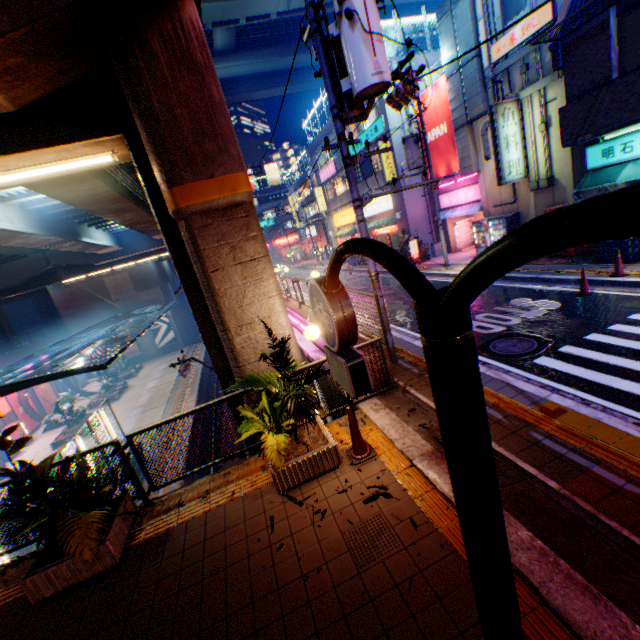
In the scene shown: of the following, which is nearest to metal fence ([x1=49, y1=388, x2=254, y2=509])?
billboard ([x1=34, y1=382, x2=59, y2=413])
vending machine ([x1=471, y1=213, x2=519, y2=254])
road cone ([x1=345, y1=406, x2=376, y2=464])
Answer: road cone ([x1=345, y1=406, x2=376, y2=464])

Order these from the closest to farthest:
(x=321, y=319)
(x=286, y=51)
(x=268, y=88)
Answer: (x=321, y=319) → (x=286, y=51) → (x=268, y=88)

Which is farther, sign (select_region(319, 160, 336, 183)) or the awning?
sign (select_region(319, 160, 336, 183))

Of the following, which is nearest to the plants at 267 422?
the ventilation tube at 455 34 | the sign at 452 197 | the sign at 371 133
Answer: the ventilation tube at 455 34

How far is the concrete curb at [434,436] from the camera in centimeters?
509cm

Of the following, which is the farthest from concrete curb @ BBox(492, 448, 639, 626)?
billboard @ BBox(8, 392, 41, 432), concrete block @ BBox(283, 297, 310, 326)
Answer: billboard @ BBox(8, 392, 41, 432)

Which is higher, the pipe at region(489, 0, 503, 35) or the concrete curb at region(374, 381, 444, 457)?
the pipe at region(489, 0, 503, 35)

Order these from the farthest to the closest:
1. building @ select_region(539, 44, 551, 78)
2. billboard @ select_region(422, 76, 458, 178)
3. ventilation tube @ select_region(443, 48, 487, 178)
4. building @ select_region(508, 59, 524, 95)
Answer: billboard @ select_region(422, 76, 458, 178) < ventilation tube @ select_region(443, 48, 487, 178) < building @ select_region(508, 59, 524, 95) < building @ select_region(539, 44, 551, 78)
